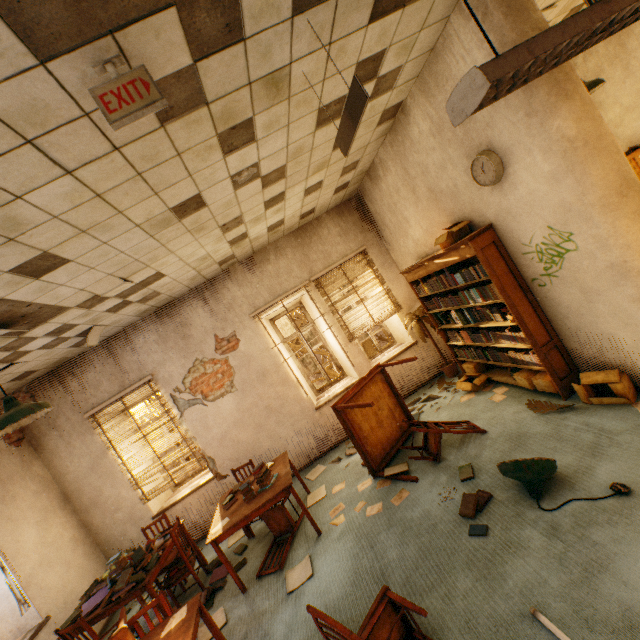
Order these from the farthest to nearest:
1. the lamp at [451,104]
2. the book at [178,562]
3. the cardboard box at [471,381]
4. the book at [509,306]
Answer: the cardboard box at [471,381], the book at [178,562], the book at [509,306], the lamp at [451,104]

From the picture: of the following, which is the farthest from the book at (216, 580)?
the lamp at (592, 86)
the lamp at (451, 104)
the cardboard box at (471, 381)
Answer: the lamp at (592, 86)

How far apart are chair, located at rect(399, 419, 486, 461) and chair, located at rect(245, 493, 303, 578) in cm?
175

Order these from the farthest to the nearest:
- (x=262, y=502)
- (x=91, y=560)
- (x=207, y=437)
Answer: (x=207, y=437) → (x=91, y=560) → (x=262, y=502)

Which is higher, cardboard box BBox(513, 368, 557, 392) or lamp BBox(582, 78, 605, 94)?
lamp BBox(582, 78, 605, 94)

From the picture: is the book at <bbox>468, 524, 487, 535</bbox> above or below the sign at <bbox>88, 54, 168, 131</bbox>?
below

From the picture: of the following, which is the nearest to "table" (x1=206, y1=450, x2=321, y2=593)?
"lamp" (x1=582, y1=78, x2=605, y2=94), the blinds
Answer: the blinds

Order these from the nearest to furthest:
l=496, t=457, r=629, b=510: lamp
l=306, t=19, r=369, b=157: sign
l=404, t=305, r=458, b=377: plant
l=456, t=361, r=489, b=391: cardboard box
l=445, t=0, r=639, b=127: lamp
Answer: l=445, t=0, r=639, b=127: lamp → l=306, t=19, r=369, b=157: sign → l=496, t=457, r=629, b=510: lamp → l=456, t=361, r=489, b=391: cardboard box → l=404, t=305, r=458, b=377: plant
